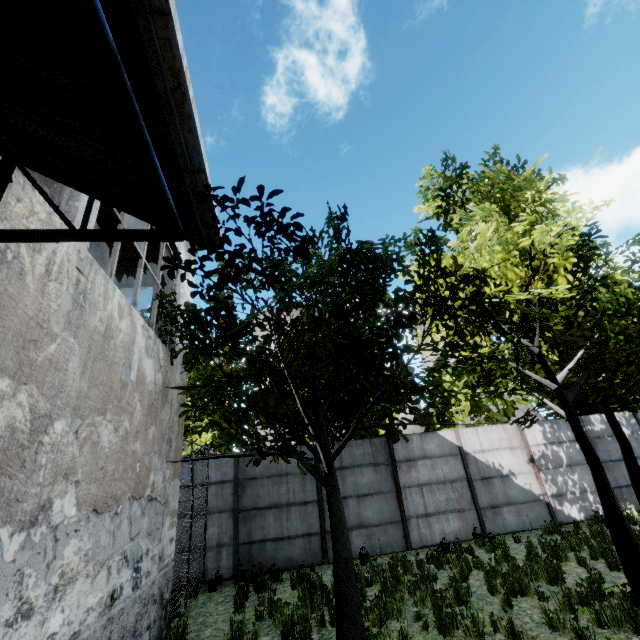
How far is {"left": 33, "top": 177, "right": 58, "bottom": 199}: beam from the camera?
6.39m

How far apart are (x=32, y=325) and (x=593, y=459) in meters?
8.6 m

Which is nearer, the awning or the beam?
the awning

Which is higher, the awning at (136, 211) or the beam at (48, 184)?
the beam at (48, 184)

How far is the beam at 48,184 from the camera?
6.4 meters

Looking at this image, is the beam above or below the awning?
above
